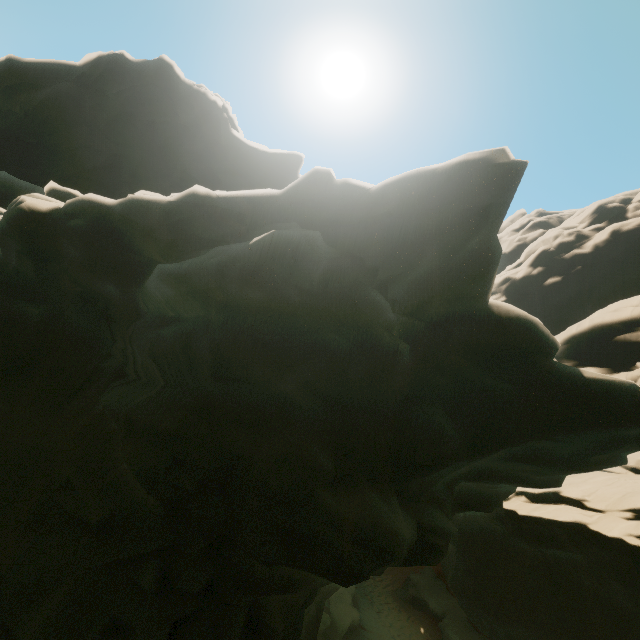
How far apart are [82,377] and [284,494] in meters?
6.1 m
